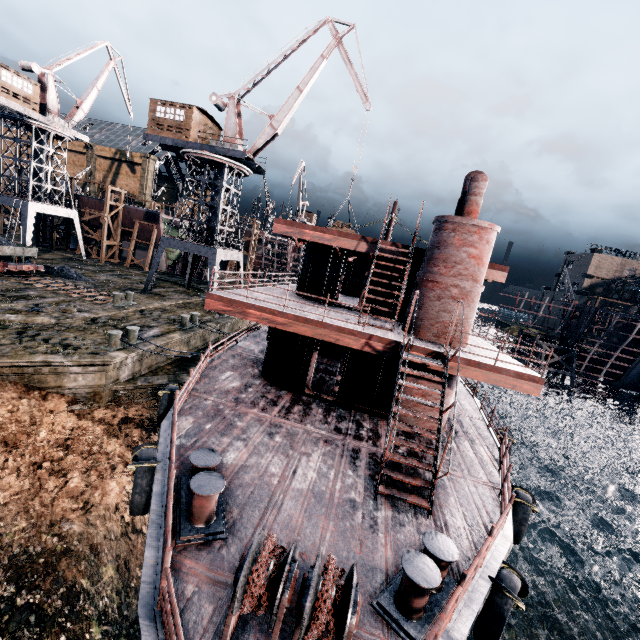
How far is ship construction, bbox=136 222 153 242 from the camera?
43.84m

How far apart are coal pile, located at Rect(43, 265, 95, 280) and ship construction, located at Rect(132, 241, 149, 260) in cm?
1461

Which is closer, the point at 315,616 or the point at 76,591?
the point at 315,616

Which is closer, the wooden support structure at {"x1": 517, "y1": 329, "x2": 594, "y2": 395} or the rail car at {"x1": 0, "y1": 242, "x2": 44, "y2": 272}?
the rail car at {"x1": 0, "y1": 242, "x2": 44, "y2": 272}

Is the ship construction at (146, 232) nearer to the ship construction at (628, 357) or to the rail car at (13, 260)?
the rail car at (13, 260)

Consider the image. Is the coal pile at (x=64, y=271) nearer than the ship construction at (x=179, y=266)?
Yes

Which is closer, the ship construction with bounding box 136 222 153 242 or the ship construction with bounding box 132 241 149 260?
the ship construction with bounding box 136 222 153 242
